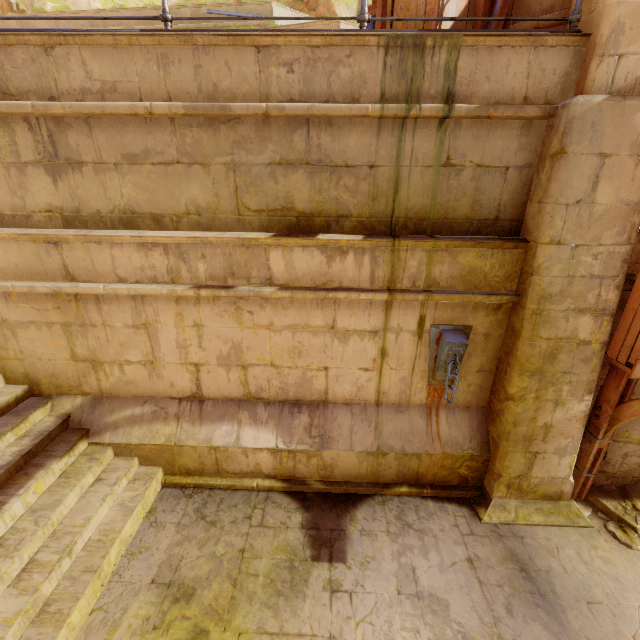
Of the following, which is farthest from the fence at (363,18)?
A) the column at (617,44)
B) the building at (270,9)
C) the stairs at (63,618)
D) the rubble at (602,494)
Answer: the rubble at (602,494)

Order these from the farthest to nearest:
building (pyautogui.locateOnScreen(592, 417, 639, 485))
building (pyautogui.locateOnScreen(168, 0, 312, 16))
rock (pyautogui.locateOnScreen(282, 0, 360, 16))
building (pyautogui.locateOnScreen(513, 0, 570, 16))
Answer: rock (pyautogui.locateOnScreen(282, 0, 360, 16)) < building (pyautogui.locateOnScreen(168, 0, 312, 16)) < building (pyautogui.locateOnScreen(592, 417, 639, 485)) < building (pyautogui.locateOnScreen(513, 0, 570, 16))

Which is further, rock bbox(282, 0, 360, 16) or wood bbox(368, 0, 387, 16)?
rock bbox(282, 0, 360, 16)

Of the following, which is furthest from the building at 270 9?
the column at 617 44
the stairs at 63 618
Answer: the column at 617 44

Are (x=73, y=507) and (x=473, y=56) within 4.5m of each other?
no

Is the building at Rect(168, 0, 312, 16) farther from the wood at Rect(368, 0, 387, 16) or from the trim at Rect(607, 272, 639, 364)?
the trim at Rect(607, 272, 639, 364)

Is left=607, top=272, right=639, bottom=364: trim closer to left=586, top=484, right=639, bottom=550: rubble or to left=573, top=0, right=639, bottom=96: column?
left=573, top=0, right=639, bottom=96: column

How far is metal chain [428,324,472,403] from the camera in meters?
4.2 m
